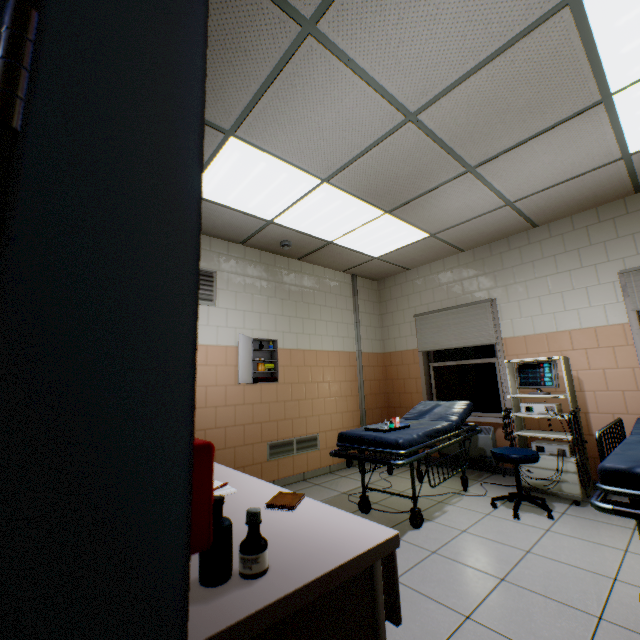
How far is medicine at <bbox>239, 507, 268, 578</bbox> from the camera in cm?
79

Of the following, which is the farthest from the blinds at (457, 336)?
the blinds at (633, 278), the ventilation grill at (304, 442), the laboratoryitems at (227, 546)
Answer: the laboratoryitems at (227, 546)

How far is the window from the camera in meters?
4.7

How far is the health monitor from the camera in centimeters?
331cm

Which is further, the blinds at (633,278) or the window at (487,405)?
the window at (487,405)

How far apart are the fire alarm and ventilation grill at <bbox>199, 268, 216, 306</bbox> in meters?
3.5

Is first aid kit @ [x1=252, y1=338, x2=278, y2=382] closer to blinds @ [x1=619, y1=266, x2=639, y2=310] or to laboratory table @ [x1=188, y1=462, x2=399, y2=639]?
laboratory table @ [x1=188, y1=462, x2=399, y2=639]

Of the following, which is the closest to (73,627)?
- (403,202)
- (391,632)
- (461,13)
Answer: (391,632)
